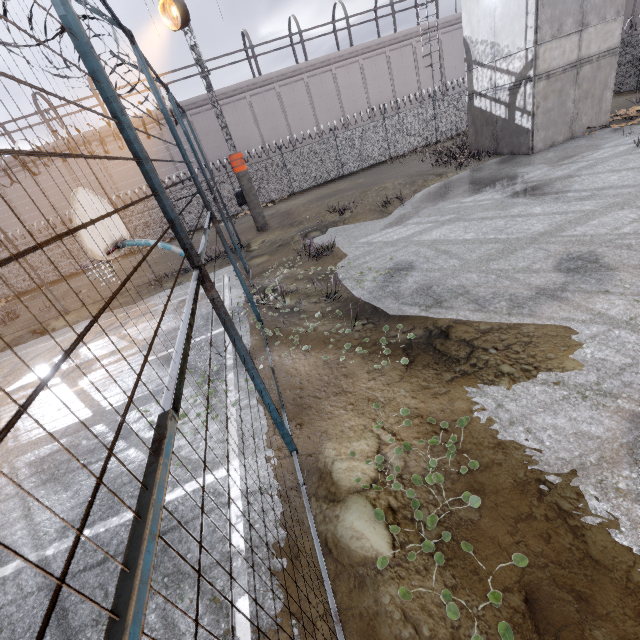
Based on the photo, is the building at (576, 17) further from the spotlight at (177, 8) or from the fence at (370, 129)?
the spotlight at (177, 8)

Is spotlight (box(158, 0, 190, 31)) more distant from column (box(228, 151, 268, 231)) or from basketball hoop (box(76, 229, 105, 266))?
basketball hoop (box(76, 229, 105, 266))

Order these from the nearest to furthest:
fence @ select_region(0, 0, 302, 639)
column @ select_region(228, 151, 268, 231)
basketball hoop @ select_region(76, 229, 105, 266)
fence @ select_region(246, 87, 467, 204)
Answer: fence @ select_region(0, 0, 302, 639) → basketball hoop @ select_region(76, 229, 105, 266) → column @ select_region(228, 151, 268, 231) → fence @ select_region(246, 87, 467, 204)

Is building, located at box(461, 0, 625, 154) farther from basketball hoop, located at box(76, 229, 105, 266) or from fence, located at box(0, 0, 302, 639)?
basketball hoop, located at box(76, 229, 105, 266)

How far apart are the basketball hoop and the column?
11.12m

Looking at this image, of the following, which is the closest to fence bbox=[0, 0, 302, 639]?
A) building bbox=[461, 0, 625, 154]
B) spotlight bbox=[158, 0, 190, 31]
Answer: spotlight bbox=[158, 0, 190, 31]

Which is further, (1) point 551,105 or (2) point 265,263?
(1) point 551,105

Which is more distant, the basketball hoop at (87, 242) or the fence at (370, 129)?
the fence at (370, 129)
